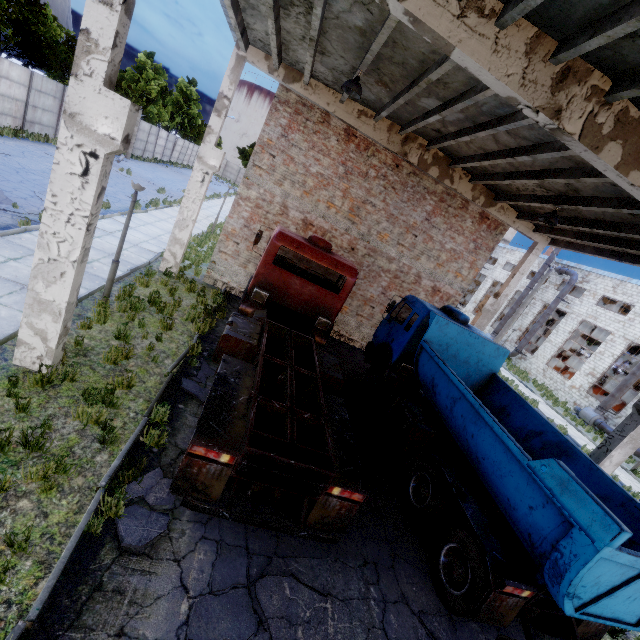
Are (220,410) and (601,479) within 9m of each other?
yes

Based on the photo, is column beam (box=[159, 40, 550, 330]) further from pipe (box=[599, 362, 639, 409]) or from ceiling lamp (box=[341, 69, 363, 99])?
pipe (box=[599, 362, 639, 409])

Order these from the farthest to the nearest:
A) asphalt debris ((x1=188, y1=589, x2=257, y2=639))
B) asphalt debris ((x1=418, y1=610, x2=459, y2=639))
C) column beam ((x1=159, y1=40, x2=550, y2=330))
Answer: column beam ((x1=159, y1=40, x2=550, y2=330)) < asphalt debris ((x1=418, y1=610, x2=459, y2=639)) < asphalt debris ((x1=188, y1=589, x2=257, y2=639))

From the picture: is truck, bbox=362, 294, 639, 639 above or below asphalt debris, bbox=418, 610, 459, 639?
above

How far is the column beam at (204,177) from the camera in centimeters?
1019cm

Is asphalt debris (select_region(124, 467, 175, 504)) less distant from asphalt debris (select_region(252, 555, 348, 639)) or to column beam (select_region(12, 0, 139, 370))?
asphalt debris (select_region(252, 555, 348, 639))

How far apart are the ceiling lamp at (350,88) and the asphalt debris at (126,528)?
8.9 meters

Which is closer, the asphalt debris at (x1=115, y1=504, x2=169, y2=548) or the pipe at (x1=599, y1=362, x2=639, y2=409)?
the asphalt debris at (x1=115, y1=504, x2=169, y2=548)
